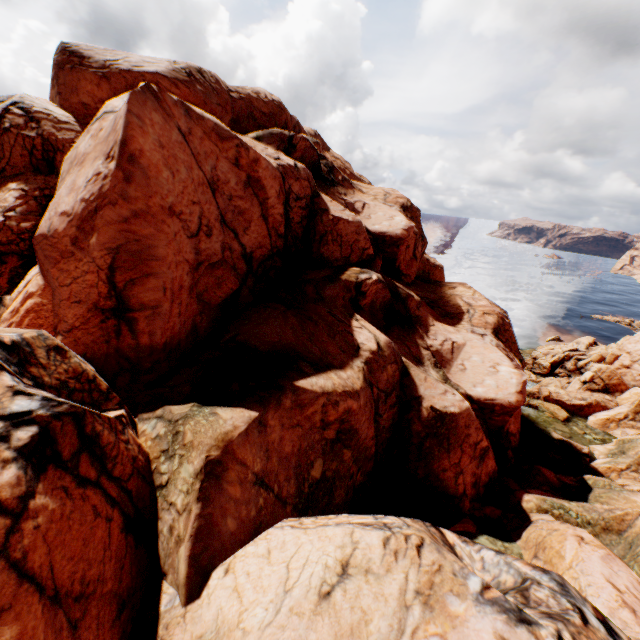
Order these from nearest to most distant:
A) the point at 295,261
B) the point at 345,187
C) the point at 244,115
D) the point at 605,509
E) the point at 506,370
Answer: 1. the point at 605,509
2. the point at 506,370
3. the point at 295,261
4. the point at 244,115
5. the point at 345,187
